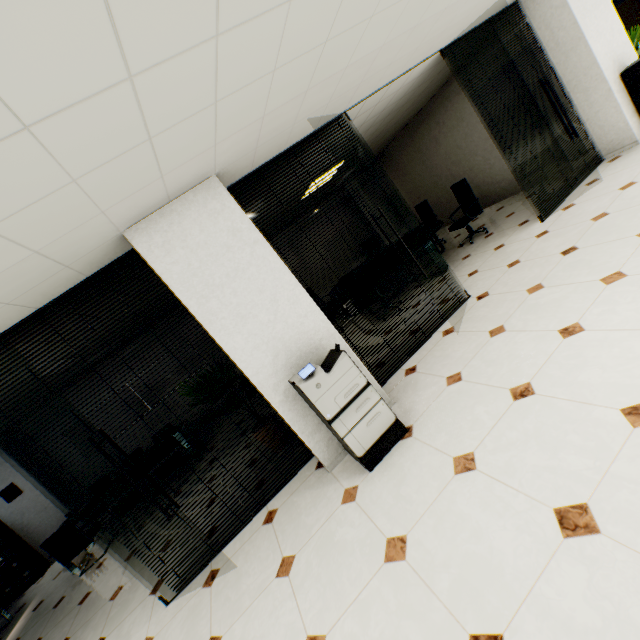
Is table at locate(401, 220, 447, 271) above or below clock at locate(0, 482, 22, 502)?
below

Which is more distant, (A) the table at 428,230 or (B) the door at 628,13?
(B) the door at 628,13

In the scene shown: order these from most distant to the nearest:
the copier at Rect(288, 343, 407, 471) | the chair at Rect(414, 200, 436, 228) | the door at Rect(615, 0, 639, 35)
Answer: the door at Rect(615, 0, 639, 35)
the chair at Rect(414, 200, 436, 228)
the copier at Rect(288, 343, 407, 471)

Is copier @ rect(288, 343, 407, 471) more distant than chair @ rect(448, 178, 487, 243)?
No

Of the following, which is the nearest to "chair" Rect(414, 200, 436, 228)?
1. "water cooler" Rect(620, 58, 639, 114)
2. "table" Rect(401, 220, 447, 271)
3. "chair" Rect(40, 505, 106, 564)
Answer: "table" Rect(401, 220, 447, 271)

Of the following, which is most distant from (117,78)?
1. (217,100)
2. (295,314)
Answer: (295,314)

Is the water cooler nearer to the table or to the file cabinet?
the table

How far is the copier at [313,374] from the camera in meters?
2.8
